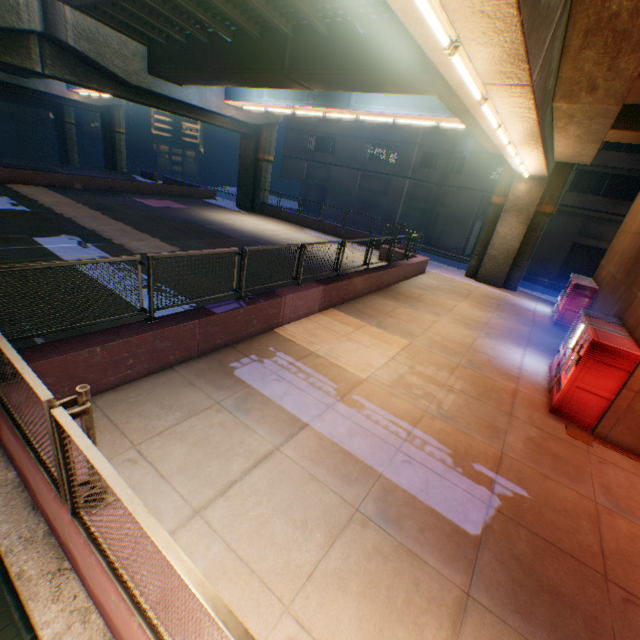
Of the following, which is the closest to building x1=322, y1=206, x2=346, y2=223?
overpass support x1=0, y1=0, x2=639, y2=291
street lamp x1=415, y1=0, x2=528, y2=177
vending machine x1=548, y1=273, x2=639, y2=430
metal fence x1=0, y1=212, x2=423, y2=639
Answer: overpass support x1=0, y1=0, x2=639, y2=291

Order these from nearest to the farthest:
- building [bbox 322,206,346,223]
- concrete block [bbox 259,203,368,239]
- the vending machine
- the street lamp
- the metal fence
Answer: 1. the metal fence
2. the street lamp
3. the vending machine
4. concrete block [bbox 259,203,368,239]
5. building [bbox 322,206,346,223]

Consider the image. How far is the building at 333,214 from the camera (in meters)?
36.77

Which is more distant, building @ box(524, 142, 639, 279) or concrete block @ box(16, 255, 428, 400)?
building @ box(524, 142, 639, 279)

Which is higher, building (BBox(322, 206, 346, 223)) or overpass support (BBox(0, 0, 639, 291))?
overpass support (BBox(0, 0, 639, 291))

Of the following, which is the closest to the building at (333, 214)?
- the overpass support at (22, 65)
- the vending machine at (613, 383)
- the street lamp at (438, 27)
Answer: the overpass support at (22, 65)

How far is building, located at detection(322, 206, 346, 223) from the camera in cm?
3677

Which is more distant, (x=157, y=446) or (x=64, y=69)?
(x=64, y=69)
